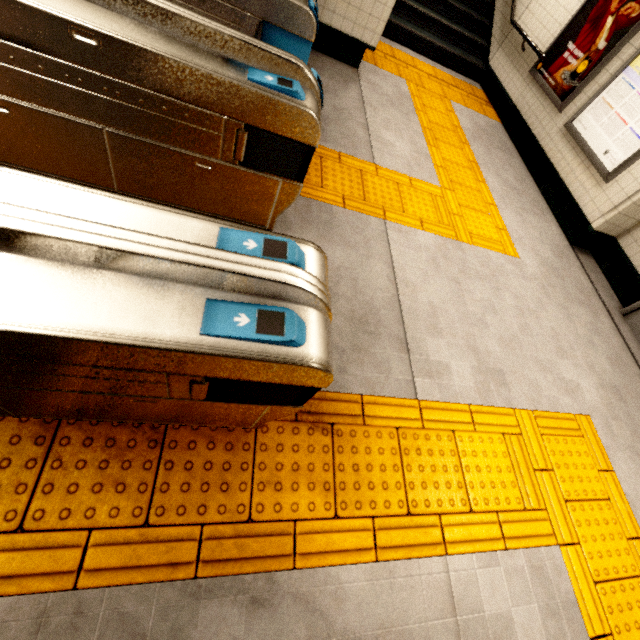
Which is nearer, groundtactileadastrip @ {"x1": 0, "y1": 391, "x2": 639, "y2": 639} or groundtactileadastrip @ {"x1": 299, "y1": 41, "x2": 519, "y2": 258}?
groundtactileadastrip @ {"x1": 0, "y1": 391, "x2": 639, "y2": 639}

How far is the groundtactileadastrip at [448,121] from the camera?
Answer: 3.22m

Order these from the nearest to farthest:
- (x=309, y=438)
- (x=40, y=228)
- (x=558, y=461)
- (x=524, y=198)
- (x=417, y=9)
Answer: (x=40, y=228)
(x=309, y=438)
(x=558, y=461)
(x=524, y=198)
(x=417, y=9)

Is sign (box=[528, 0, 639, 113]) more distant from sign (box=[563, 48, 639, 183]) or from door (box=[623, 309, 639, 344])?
door (box=[623, 309, 639, 344])

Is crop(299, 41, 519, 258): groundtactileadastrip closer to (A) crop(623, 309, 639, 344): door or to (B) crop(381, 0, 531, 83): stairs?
(B) crop(381, 0, 531, 83): stairs

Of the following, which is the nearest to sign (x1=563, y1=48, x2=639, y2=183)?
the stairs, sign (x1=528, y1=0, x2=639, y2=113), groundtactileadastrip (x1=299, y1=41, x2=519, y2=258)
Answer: sign (x1=528, y1=0, x2=639, y2=113)

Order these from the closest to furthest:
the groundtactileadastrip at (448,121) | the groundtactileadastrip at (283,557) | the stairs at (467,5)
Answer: the groundtactileadastrip at (283,557)
the groundtactileadastrip at (448,121)
the stairs at (467,5)

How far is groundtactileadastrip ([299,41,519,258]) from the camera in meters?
3.2
